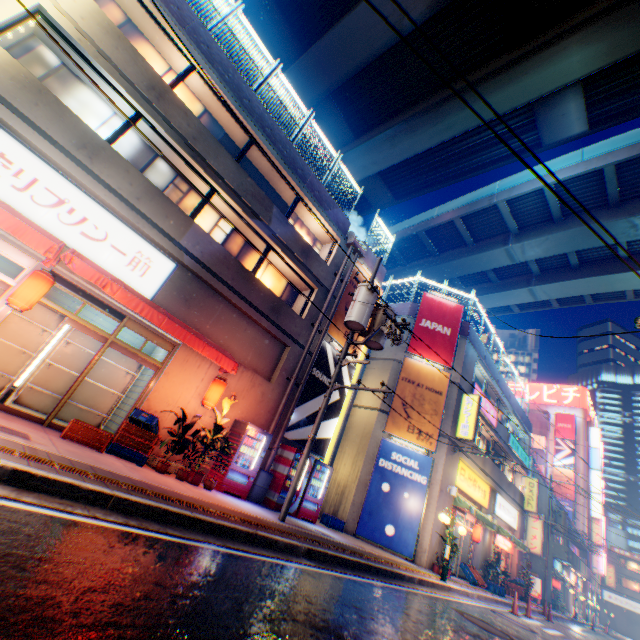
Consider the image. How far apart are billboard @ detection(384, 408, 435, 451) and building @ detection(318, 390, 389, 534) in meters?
0.1 m

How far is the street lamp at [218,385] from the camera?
9.51m

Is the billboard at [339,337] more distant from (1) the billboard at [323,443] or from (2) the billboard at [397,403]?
(2) the billboard at [397,403]

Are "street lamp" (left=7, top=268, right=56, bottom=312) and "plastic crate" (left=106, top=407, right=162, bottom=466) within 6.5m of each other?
yes

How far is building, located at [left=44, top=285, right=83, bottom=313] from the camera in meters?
9.2 m

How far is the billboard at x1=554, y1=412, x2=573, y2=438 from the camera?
52.5 meters

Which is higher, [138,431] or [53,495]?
[138,431]

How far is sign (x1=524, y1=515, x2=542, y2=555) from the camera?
29.25m
